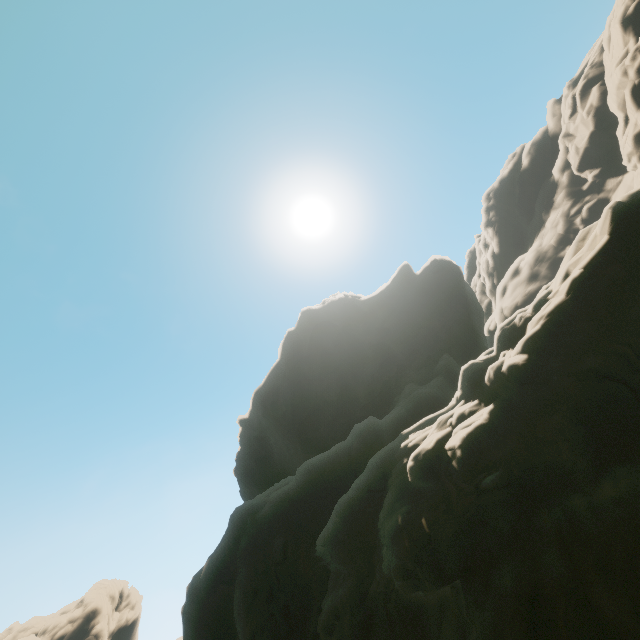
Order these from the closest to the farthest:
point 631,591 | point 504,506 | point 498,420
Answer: point 631,591 < point 504,506 < point 498,420
